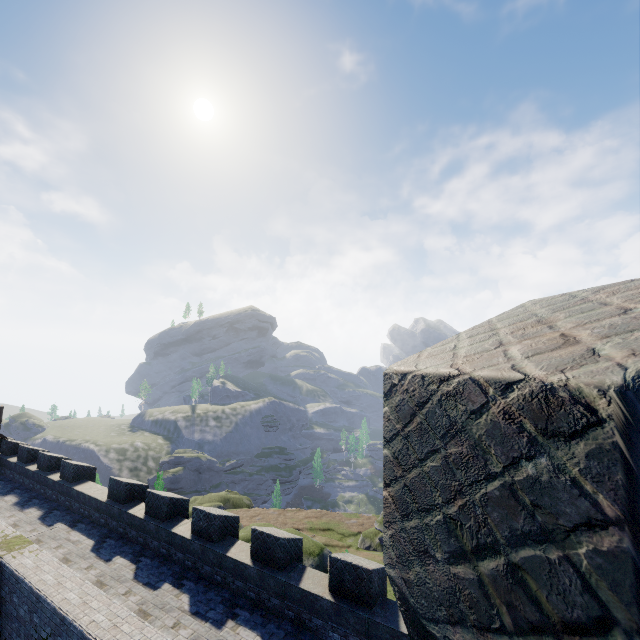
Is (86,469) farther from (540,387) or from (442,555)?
(540,387)
